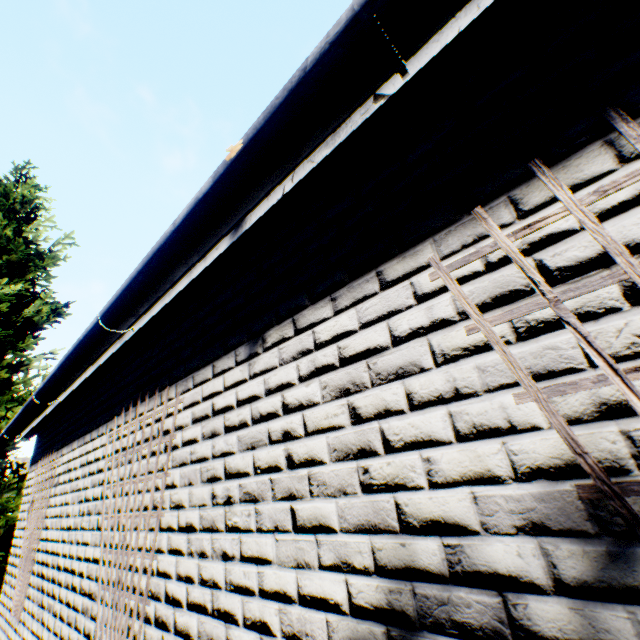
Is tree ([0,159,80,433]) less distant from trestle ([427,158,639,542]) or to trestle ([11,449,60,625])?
trestle ([11,449,60,625])

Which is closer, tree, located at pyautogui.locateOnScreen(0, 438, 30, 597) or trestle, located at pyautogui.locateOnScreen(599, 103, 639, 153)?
trestle, located at pyautogui.locateOnScreen(599, 103, 639, 153)

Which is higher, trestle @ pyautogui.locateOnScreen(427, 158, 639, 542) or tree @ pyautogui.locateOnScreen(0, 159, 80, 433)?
tree @ pyautogui.locateOnScreen(0, 159, 80, 433)

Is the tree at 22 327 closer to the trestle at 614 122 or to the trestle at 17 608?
the trestle at 17 608

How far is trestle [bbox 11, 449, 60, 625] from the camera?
3.9 meters

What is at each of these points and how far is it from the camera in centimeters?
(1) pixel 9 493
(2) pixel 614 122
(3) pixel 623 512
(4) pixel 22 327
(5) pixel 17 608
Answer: (1) tree, 814cm
(2) trestle, 85cm
(3) trestle, 68cm
(4) tree, 1012cm
(5) trestle, 393cm

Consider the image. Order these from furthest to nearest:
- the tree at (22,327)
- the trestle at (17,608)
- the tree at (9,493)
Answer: → the tree at (22,327), the tree at (9,493), the trestle at (17,608)

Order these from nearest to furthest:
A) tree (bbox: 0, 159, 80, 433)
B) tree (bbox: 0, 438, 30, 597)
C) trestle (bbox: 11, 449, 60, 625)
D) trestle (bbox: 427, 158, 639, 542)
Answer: trestle (bbox: 427, 158, 639, 542)
trestle (bbox: 11, 449, 60, 625)
tree (bbox: 0, 438, 30, 597)
tree (bbox: 0, 159, 80, 433)
